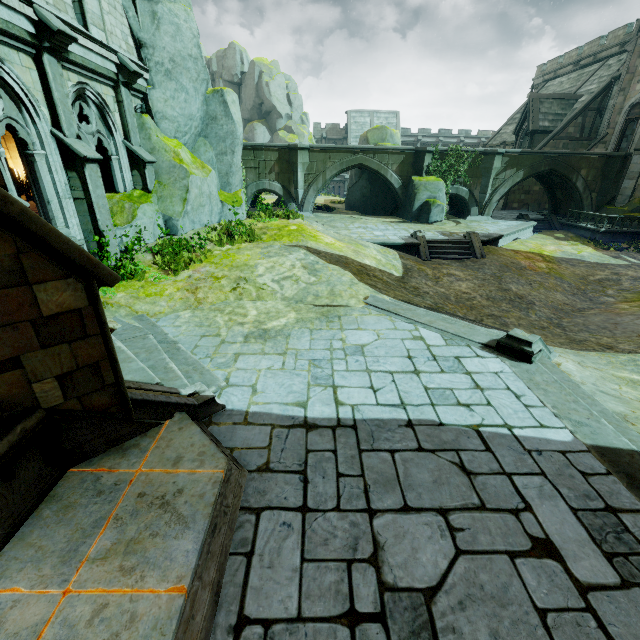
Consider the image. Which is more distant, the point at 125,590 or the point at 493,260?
the point at 493,260

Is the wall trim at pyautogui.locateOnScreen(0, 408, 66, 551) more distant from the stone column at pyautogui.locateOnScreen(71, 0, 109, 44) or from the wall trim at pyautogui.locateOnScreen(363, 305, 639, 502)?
the stone column at pyautogui.locateOnScreen(71, 0, 109, 44)

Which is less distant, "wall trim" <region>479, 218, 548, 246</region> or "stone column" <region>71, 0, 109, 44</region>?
"stone column" <region>71, 0, 109, 44</region>

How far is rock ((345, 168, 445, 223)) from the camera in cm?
2312

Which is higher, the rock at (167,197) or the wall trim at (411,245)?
the rock at (167,197)

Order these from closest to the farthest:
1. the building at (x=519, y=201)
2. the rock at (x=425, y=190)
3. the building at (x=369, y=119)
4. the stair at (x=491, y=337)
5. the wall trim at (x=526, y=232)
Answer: the stair at (x=491, y=337) < the wall trim at (x=526, y=232) < the rock at (x=425, y=190) < the building at (x=519, y=201) < the building at (x=369, y=119)

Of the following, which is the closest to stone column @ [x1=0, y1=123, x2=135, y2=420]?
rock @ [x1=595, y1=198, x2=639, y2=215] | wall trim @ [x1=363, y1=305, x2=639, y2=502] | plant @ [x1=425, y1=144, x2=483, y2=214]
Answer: wall trim @ [x1=363, y1=305, x2=639, y2=502]

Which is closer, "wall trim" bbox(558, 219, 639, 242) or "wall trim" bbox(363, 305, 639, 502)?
"wall trim" bbox(363, 305, 639, 502)
